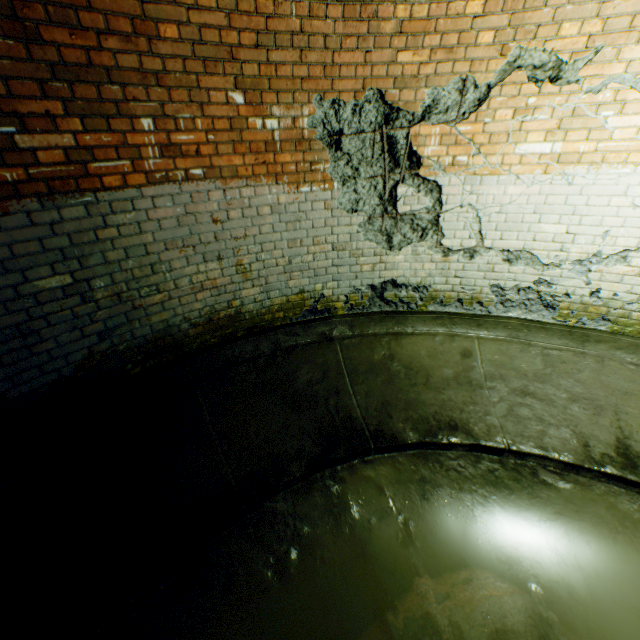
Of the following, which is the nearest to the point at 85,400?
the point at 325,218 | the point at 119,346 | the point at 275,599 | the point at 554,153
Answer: the point at 119,346
